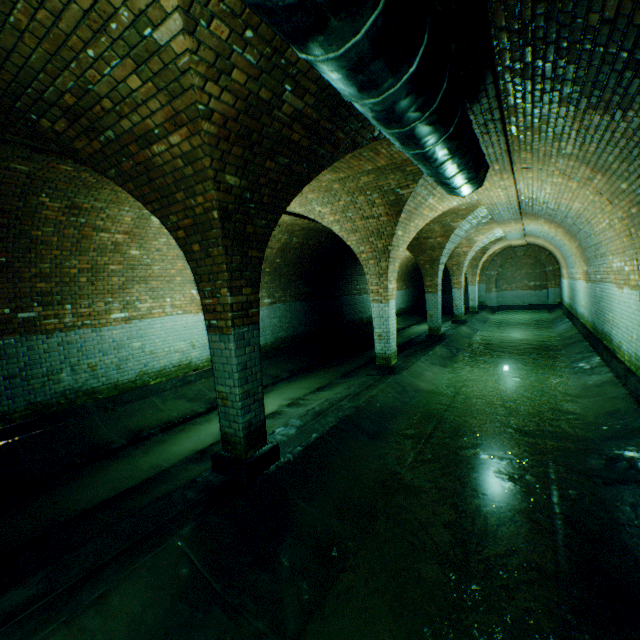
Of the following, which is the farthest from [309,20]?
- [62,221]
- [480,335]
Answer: [480,335]

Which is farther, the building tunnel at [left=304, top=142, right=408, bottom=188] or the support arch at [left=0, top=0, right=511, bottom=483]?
the building tunnel at [left=304, top=142, right=408, bottom=188]

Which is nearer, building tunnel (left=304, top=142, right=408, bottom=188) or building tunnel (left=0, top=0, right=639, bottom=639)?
building tunnel (left=0, top=0, right=639, bottom=639)

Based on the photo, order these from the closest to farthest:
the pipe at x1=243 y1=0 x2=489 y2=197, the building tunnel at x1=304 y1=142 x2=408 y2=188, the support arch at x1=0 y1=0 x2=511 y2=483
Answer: the pipe at x1=243 y1=0 x2=489 y2=197, the support arch at x1=0 y1=0 x2=511 y2=483, the building tunnel at x1=304 y1=142 x2=408 y2=188

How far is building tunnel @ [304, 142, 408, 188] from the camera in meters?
5.1

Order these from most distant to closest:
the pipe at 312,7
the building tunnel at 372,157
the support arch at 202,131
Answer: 1. the building tunnel at 372,157
2. the support arch at 202,131
3. the pipe at 312,7

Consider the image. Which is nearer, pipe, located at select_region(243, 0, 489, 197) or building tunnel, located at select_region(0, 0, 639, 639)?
pipe, located at select_region(243, 0, 489, 197)

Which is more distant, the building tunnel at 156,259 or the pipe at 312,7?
the building tunnel at 156,259
